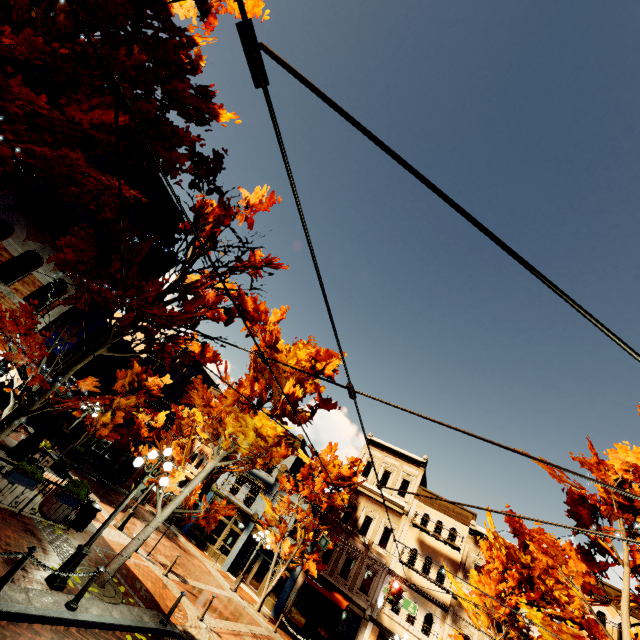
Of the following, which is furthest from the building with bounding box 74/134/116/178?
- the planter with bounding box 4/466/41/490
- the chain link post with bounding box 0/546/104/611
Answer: the chain link post with bounding box 0/546/104/611

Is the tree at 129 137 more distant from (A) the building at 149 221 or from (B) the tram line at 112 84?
(B) the tram line at 112 84

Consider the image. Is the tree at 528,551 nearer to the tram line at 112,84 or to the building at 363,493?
the building at 363,493

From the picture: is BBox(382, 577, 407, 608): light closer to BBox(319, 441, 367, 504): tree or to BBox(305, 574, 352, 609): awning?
BBox(319, 441, 367, 504): tree

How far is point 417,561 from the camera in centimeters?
2225cm

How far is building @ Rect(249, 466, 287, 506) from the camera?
27.3m

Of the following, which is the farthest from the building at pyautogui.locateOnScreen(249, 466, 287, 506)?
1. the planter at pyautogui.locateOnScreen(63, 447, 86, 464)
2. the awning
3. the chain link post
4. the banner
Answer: the banner

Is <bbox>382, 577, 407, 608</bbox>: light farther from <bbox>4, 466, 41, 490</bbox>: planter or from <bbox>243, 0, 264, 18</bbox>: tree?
<bbox>4, 466, 41, 490</bbox>: planter
